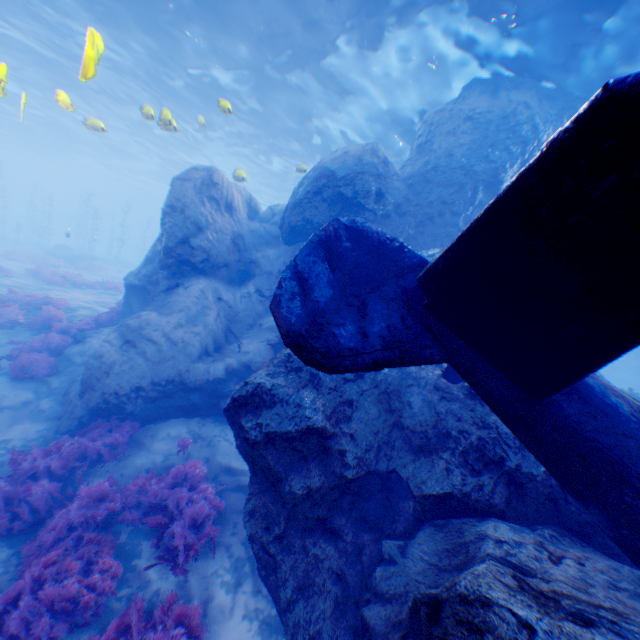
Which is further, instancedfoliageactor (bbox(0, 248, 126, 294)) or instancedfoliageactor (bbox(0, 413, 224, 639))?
instancedfoliageactor (bbox(0, 248, 126, 294))

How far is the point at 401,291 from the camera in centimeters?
355cm

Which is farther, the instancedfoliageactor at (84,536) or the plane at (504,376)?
the instancedfoliageactor at (84,536)

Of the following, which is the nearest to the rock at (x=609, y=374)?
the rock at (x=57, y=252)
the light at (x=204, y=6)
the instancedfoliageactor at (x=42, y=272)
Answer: the light at (x=204, y=6)

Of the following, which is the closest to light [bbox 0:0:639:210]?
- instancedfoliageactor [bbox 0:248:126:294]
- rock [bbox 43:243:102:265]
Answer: instancedfoliageactor [bbox 0:248:126:294]

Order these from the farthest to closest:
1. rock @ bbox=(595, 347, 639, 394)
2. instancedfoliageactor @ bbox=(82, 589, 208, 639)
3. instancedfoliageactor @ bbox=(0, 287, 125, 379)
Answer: rock @ bbox=(595, 347, 639, 394) → instancedfoliageactor @ bbox=(0, 287, 125, 379) → instancedfoliageactor @ bbox=(82, 589, 208, 639)

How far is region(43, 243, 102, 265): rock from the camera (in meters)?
28.67

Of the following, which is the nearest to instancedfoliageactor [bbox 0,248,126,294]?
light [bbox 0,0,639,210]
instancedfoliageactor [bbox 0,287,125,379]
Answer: instancedfoliageactor [bbox 0,287,125,379]
